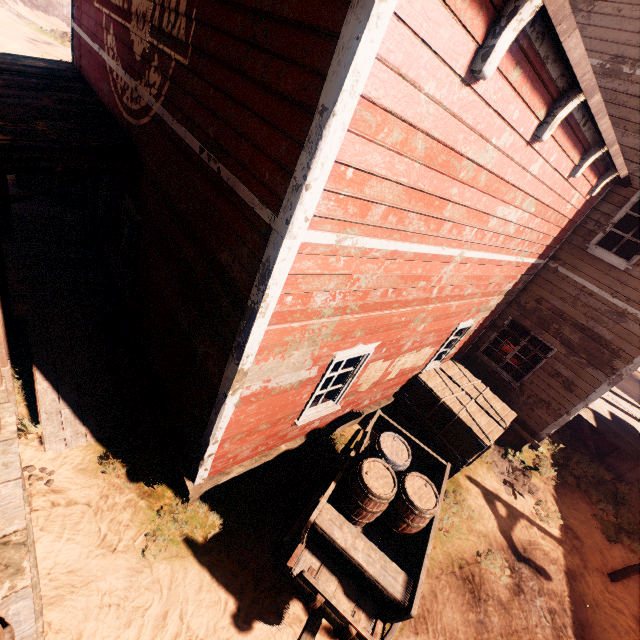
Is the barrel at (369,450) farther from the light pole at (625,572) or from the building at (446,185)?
the light pole at (625,572)

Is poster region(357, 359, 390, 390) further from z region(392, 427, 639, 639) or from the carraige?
z region(392, 427, 639, 639)

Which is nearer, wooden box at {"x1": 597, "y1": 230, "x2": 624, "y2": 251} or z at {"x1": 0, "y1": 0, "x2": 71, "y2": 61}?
wooden box at {"x1": 597, "y1": 230, "x2": 624, "y2": 251}

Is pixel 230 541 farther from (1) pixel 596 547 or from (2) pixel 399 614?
(1) pixel 596 547

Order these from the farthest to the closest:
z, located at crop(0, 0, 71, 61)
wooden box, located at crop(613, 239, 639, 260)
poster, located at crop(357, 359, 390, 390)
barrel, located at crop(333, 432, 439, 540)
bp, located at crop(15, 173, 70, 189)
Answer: z, located at crop(0, 0, 71, 61) < bp, located at crop(15, 173, 70, 189) < wooden box, located at crop(613, 239, 639, 260) < poster, located at crop(357, 359, 390, 390) < barrel, located at crop(333, 432, 439, 540)

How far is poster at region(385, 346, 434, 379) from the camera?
6.4 meters

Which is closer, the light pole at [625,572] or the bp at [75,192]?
the light pole at [625,572]

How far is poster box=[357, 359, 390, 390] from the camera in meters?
5.7
